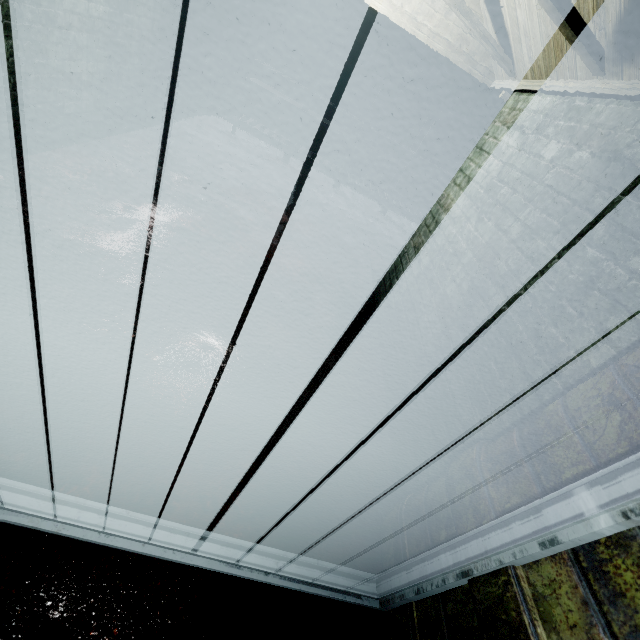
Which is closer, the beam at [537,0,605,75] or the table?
the beam at [537,0,605,75]

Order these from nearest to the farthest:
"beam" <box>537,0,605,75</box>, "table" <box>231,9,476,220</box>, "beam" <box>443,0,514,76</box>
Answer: "beam" <box>537,0,605,75</box> < "beam" <box>443,0,514,76</box> < "table" <box>231,9,476,220</box>

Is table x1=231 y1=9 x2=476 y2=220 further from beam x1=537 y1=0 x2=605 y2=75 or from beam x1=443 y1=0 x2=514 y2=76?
beam x1=537 y1=0 x2=605 y2=75

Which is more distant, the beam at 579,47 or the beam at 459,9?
the beam at 459,9

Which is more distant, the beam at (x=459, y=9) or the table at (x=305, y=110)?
the table at (x=305, y=110)

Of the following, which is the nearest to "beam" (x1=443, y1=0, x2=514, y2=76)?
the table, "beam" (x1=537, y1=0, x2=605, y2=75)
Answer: "beam" (x1=537, y1=0, x2=605, y2=75)

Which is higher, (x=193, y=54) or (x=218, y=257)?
(x=193, y=54)
